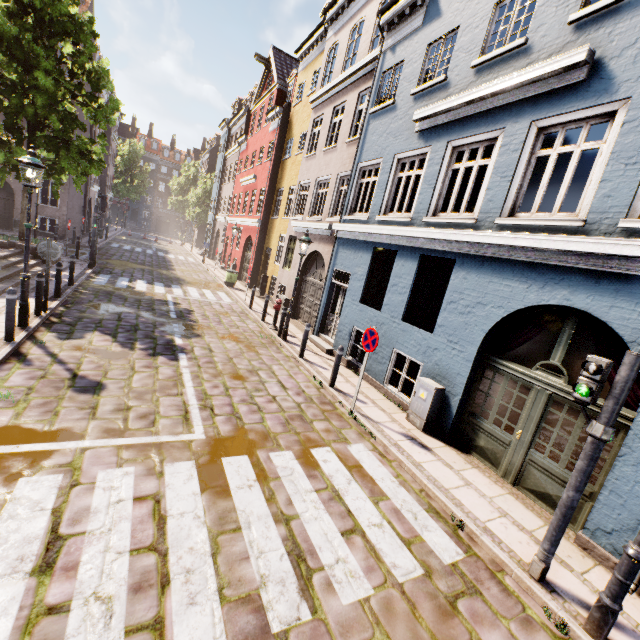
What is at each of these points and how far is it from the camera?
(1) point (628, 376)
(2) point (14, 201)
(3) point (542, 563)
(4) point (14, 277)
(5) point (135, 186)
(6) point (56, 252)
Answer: (1) traffic light pole, 3.4 meters
(2) building, 21.5 meters
(3) traffic light pole, 3.9 meters
(4) stairs, 10.6 meters
(5) tree, 50.1 meters
(6) sign, 8.4 meters

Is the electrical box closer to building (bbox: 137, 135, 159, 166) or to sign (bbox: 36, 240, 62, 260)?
building (bbox: 137, 135, 159, 166)

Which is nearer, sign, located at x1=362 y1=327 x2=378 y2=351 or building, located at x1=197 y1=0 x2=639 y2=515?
building, located at x1=197 y1=0 x2=639 y2=515

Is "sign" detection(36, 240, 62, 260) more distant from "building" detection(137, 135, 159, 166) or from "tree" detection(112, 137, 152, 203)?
"tree" detection(112, 137, 152, 203)

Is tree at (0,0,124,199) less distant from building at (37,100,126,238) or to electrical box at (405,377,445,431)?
building at (37,100,126,238)

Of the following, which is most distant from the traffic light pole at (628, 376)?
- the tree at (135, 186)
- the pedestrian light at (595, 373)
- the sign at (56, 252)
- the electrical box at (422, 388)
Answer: the tree at (135, 186)

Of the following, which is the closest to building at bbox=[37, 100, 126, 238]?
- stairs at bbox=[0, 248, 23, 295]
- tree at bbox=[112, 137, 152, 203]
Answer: tree at bbox=[112, 137, 152, 203]

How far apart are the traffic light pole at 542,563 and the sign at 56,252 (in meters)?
11.43
